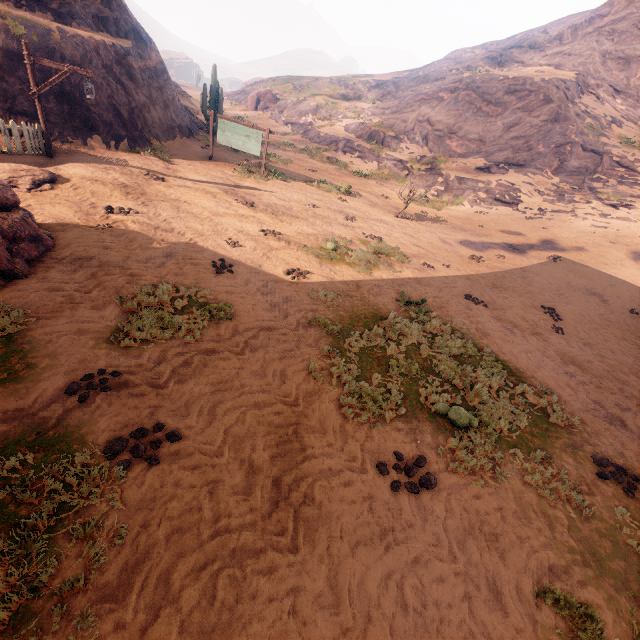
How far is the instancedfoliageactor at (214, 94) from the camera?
21.31m

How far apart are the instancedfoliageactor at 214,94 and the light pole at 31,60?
13.5m

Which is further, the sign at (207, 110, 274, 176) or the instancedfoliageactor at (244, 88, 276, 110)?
the instancedfoliageactor at (244, 88, 276, 110)

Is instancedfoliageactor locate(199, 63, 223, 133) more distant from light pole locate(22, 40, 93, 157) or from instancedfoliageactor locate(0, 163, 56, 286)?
instancedfoliageactor locate(0, 163, 56, 286)

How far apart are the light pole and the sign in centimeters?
649cm

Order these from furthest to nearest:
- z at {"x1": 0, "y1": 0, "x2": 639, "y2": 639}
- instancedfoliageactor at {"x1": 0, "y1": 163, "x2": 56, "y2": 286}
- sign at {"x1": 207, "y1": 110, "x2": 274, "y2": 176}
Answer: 1. sign at {"x1": 207, "y1": 110, "x2": 274, "y2": 176}
2. instancedfoliageactor at {"x1": 0, "y1": 163, "x2": 56, "y2": 286}
3. z at {"x1": 0, "y1": 0, "x2": 639, "y2": 639}

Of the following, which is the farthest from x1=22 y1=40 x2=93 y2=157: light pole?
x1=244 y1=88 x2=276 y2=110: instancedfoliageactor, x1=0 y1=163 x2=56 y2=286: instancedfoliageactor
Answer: x1=244 y1=88 x2=276 y2=110: instancedfoliageactor

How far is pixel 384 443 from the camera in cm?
495
